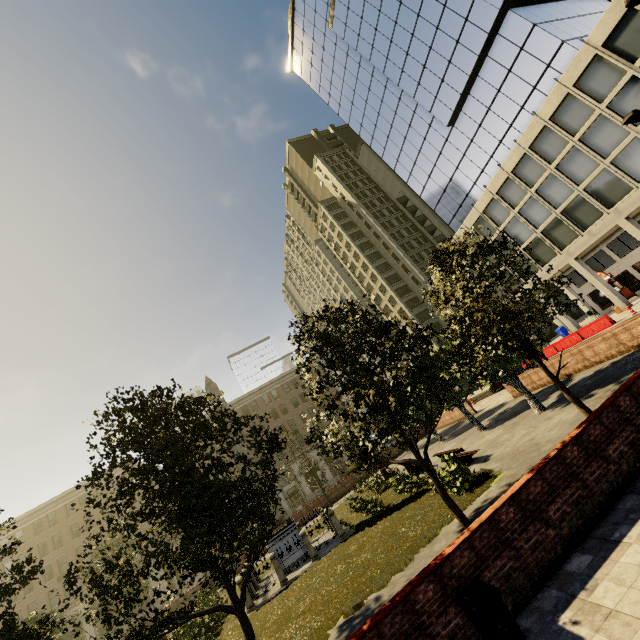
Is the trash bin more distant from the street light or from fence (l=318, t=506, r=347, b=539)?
the street light

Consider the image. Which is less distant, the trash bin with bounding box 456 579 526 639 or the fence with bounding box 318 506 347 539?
the trash bin with bounding box 456 579 526 639

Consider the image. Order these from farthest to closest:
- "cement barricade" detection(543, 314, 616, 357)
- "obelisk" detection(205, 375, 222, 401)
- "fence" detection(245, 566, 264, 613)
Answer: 1. "cement barricade" detection(543, 314, 616, 357)
2. "obelisk" detection(205, 375, 222, 401)
3. "fence" detection(245, 566, 264, 613)

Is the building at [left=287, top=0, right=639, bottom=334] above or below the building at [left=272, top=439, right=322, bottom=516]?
above

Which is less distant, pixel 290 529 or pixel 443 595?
pixel 443 595

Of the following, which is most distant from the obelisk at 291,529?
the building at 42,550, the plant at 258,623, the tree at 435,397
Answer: the building at 42,550

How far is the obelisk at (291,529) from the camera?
16.8 meters

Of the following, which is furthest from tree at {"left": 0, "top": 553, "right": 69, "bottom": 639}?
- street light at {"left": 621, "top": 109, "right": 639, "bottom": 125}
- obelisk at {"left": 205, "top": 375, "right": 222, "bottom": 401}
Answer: street light at {"left": 621, "top": 109, "right": 639, "bottom": 125}
